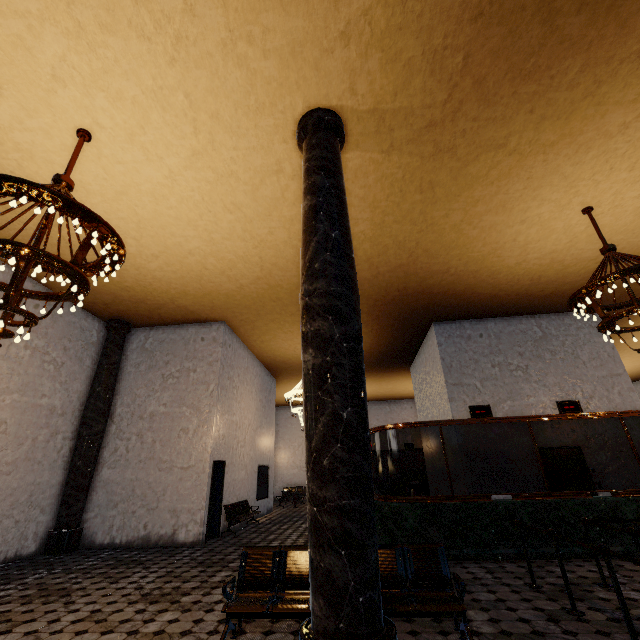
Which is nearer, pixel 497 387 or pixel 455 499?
pixel 455 499
